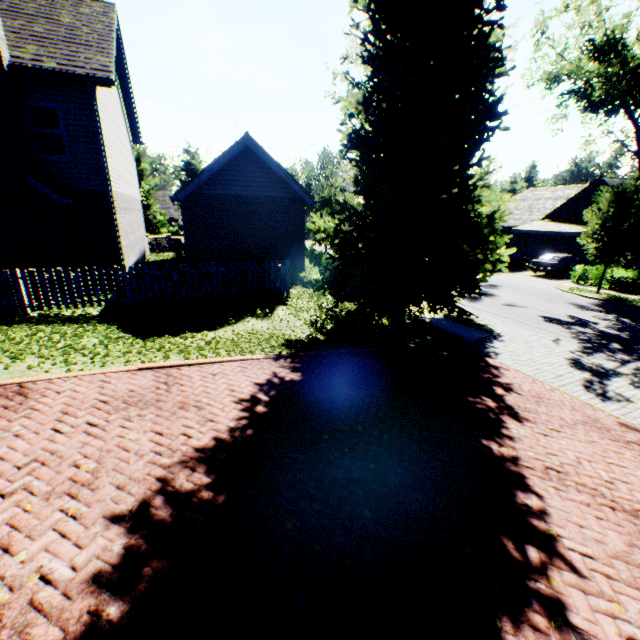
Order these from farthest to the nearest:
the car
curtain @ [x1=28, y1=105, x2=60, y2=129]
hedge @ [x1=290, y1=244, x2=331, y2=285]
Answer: the car
hedge @ [x1=290, y1=244, x2=331, y2=285]
curtain @ [x1=28, y1=105, x2=60, y2=129]

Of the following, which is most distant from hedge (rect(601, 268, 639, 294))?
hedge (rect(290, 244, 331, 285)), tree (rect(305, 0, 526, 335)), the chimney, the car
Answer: the chimney

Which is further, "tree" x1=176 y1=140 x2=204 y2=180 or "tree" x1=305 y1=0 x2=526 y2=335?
"tree" x1=176 y1=140 x2=204 y2=180

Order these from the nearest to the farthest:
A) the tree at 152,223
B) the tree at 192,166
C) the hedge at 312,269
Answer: the hedge at 312,269 → the tree at 152,223 → the tree at 192,166

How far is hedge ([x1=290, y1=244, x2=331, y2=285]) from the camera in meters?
14.8

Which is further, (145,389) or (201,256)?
(201,256)

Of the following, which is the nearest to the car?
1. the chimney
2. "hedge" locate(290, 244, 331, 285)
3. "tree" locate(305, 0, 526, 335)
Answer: "tree" locate(305, 0, 526, 335)

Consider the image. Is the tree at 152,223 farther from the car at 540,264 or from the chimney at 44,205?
the chimney at 44,205
